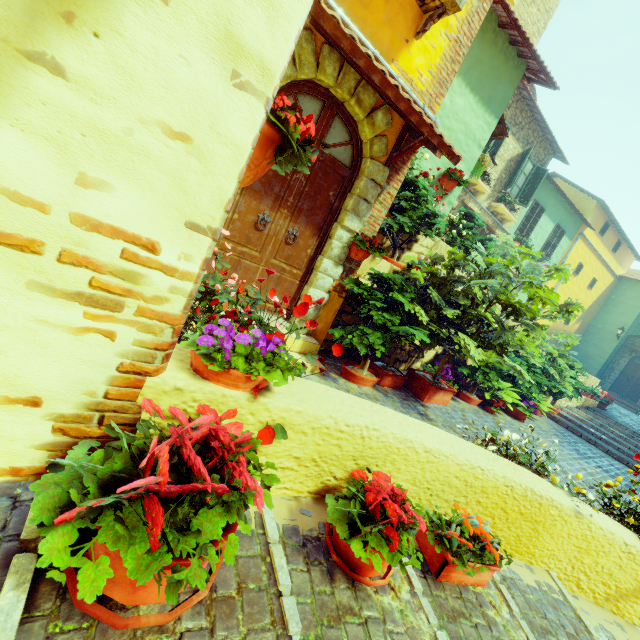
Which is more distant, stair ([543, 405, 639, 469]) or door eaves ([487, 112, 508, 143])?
stair ([543, 405, 639, 469])

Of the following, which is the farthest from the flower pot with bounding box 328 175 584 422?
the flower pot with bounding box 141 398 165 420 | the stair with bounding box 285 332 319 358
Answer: the flower pot with bounding box 141 398 165 420

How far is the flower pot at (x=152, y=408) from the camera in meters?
1.2

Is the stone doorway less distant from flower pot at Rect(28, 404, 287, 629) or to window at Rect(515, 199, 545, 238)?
flower pot at Rect(28, 404, 287, 629)

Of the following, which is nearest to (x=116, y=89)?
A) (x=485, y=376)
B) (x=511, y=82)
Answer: (x=485, y=376)

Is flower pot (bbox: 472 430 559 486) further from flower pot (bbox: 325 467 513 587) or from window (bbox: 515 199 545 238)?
window (bbox: 515 199 545 238)

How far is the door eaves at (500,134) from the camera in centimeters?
704cm

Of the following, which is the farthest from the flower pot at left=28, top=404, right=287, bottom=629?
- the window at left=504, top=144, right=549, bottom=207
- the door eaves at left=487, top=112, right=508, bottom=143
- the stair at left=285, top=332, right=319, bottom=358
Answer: the window at left=504, top=144, right=549, bottom=207
